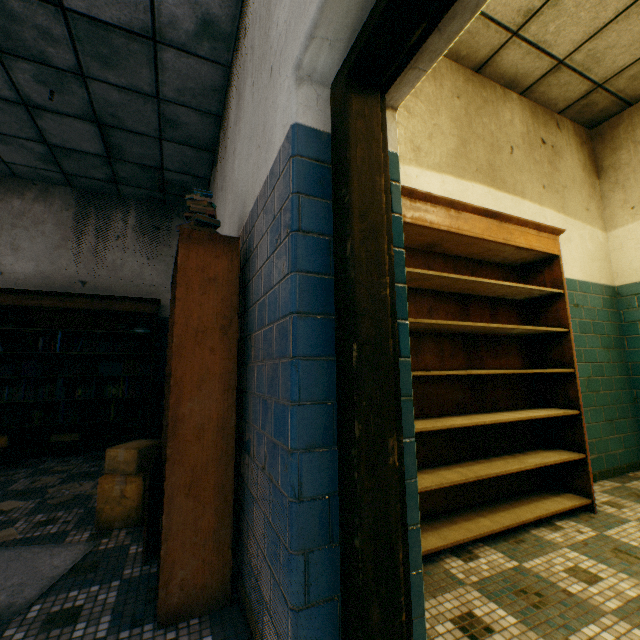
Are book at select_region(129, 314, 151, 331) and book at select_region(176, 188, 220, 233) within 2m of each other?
no

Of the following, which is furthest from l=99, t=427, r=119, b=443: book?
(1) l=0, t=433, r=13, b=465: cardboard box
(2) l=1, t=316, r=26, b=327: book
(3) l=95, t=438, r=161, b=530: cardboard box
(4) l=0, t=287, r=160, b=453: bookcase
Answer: (3) l=95, t=438, r=161, b=530: cardboard box

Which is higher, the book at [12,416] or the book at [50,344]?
the book at [50,344]

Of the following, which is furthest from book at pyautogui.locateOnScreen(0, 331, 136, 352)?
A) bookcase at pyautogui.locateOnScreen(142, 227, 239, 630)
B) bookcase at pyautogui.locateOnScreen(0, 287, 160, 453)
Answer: bookcase at pyautogui.locateOnScreen(142, 227, 239, 630)

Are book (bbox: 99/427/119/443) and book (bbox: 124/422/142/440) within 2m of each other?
yes

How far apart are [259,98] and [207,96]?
2.2 meters

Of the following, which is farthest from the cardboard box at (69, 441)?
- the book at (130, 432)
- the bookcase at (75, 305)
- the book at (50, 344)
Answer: the book at (50, 344)

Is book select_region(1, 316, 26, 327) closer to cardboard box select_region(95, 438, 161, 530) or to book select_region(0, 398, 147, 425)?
book select_region(0, 398, 147, 425)
